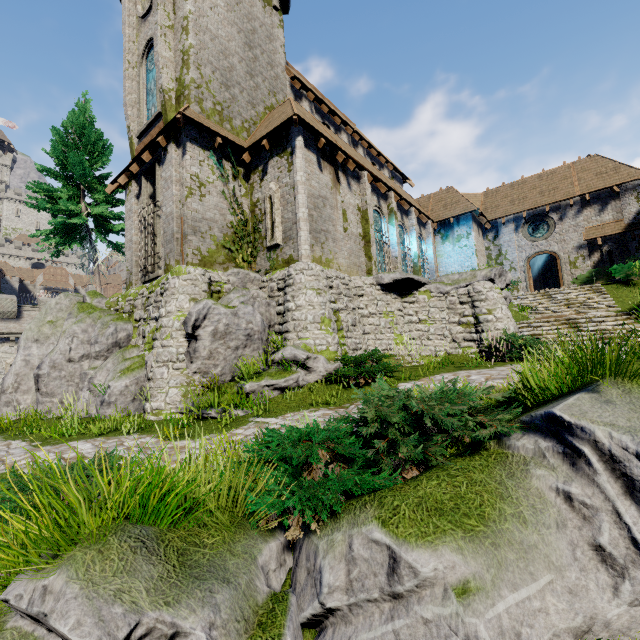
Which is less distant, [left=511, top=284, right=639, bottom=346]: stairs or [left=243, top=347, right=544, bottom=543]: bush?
[left=243, top=347, right=544, bottom=543]: bush

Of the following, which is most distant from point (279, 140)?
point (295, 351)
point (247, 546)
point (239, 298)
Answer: point (247, 546)

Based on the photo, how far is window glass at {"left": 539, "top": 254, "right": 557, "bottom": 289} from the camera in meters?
26.8

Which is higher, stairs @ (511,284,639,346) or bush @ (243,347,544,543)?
stairs @ (511,284,639,346)

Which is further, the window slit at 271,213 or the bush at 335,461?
the window slit at 271,213

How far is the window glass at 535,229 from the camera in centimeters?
2253cm

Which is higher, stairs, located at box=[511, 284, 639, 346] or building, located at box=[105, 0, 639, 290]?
building, located at box=[105, 0, 639, 290]

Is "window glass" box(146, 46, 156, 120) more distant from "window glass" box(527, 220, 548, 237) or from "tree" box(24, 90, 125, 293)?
"window glass" box(527, 220, 548, 237)
